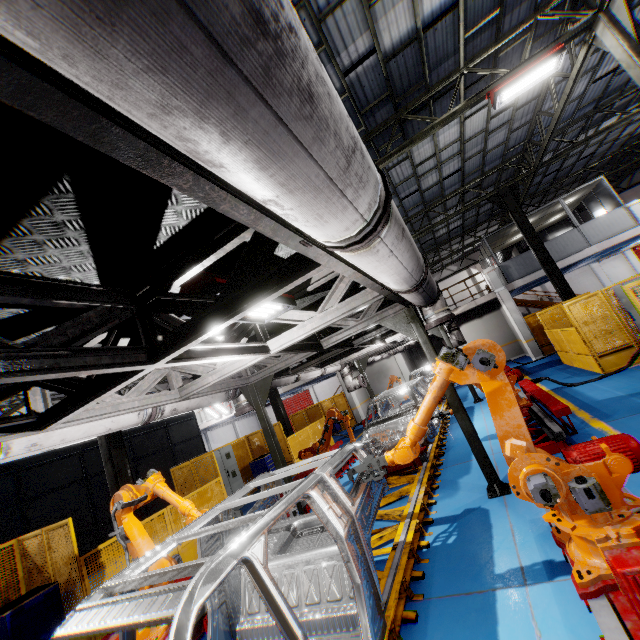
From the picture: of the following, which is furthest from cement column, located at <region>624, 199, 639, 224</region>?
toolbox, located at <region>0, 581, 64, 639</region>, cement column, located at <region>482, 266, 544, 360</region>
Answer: toolbox, located at <region>0, 581, 64, 639</region>

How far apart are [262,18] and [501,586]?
4.8m

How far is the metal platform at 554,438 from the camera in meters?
5.7 m

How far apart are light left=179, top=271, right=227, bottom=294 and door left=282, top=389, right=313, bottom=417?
31.1m

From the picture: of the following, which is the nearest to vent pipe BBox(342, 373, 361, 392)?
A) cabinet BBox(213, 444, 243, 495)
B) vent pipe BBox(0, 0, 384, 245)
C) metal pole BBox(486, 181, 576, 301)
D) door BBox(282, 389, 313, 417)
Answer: vent pipe BBox(0, 0, 384, 245)

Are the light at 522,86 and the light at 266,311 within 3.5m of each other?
no

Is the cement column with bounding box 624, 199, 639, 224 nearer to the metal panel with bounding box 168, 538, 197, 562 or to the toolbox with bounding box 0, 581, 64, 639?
the metal panel with bounding box 168, 538, 197, 562

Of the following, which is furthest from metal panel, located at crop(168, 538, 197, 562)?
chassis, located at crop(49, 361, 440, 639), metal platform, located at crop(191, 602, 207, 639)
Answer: chassis, located at crop(49, 361, 440, 639)
